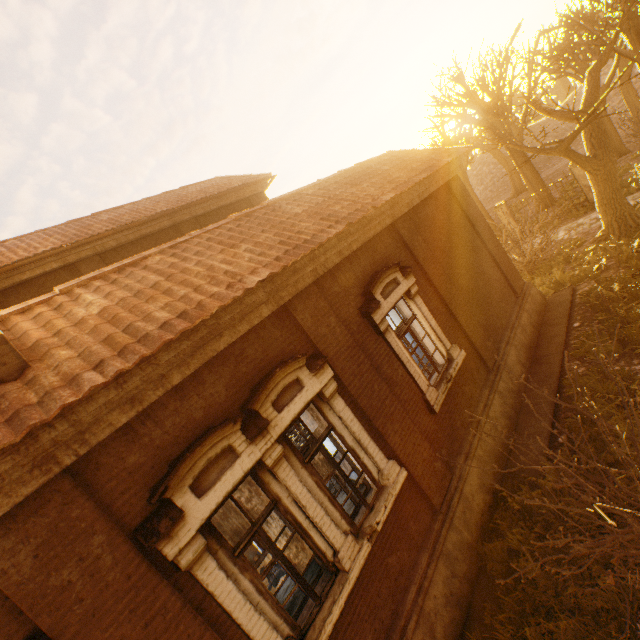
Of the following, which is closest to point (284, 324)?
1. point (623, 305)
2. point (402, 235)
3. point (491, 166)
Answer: point (402, 235)

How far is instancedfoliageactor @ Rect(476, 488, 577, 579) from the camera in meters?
5.0

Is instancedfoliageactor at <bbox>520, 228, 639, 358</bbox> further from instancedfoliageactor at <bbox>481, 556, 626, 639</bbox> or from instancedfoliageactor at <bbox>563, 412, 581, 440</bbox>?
instancedfoliageactor at <bbox>481, 556, 626, 639</bbox>

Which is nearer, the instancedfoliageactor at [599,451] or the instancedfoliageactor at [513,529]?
the instancedfoliageactor at [513,529]

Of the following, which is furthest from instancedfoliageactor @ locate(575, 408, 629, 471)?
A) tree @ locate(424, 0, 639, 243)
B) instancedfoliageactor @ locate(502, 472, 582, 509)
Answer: tree @ locate(424, 0, 639, 243)

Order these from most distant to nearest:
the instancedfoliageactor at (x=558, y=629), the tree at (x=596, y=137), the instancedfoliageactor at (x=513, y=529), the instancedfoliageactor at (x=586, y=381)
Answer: the tree at (x=596, y=137), the instancedfoliageactor at (x=586, y=381), the instancedfoliageactor at (x=513, y=529), the instancedfoliageactor at (x=558, y=629)

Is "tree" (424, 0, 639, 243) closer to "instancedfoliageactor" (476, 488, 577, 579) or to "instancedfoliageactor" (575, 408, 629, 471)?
"instancedfoliageactor" (476, 488, 577, 579)
